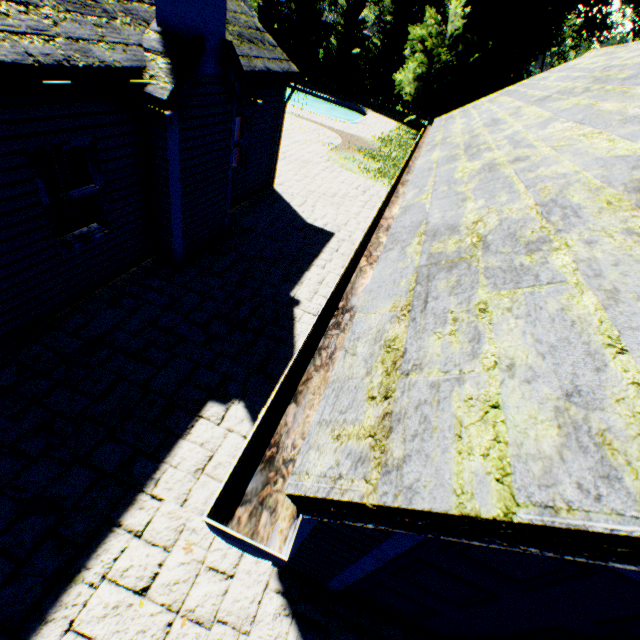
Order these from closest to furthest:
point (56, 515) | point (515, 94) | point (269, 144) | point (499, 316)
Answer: point (499, 316)
point (56, 515)
point (515, 94)
point (269, 144)

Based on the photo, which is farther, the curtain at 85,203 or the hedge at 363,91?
the hedge at 363,91

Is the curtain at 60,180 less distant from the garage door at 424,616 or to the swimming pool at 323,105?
the garage door at 424,616

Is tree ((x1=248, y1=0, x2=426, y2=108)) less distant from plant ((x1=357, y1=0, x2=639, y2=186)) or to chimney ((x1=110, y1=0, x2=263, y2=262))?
plant ((x1=357, y1=0, x2=639, y2=186))

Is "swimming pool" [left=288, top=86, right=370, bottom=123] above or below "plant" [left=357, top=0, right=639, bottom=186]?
below

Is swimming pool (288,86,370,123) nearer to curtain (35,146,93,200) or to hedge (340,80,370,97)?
hedge (340,80,370,97)

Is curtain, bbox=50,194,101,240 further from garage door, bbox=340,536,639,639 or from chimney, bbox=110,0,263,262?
garage door, bbox=340,536,639,639

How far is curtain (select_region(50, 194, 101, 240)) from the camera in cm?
512
